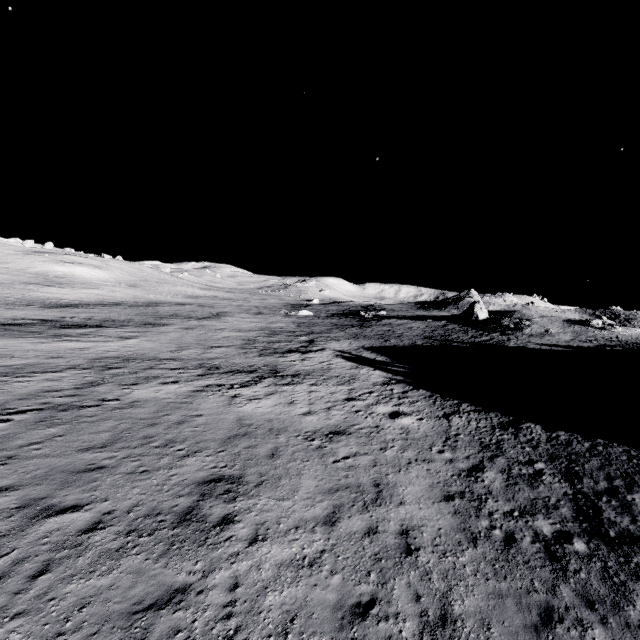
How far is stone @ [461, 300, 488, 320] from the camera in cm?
5472

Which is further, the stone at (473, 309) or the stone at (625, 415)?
the stone at (473, 309)

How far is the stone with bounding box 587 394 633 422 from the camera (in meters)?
17.06

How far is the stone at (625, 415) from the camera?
17.06m

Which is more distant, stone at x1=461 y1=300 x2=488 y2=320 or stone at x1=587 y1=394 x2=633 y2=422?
stone at x1=461 y1=300 x2=488 y2=320

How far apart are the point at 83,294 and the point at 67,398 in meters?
53.9 m

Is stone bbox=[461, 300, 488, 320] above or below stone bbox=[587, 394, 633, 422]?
above
